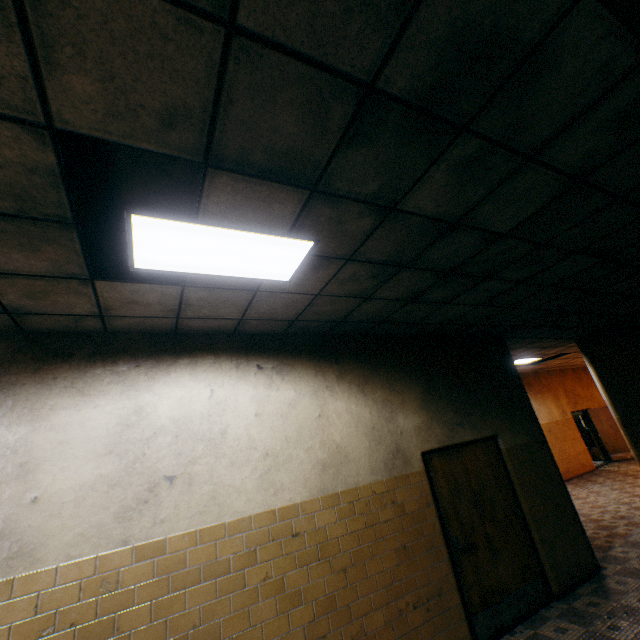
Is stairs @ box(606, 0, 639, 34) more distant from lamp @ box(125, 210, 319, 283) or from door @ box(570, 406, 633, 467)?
door @ box(570, 406, 633, 467)

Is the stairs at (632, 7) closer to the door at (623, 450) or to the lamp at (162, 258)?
the lamp at (162, 258)

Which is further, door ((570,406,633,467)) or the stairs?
door ((570,406,633,467))

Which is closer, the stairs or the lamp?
the stairs

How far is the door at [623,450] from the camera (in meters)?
13.15

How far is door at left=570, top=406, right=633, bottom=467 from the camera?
13.15m

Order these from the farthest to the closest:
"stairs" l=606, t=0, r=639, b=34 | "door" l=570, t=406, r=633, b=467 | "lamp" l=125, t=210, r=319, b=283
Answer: "door" l=570, t=406, r=633, b=467 < "lamp" l=125, t=210, r=319, b=283 < "stairs" l=606, t=0, r=639, b=34

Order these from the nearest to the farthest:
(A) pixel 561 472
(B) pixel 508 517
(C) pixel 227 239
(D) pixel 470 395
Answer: (C) pixel 227 239
(B) pixel 508 517
(D) pixel 470 395
(A) pixel 561 472
